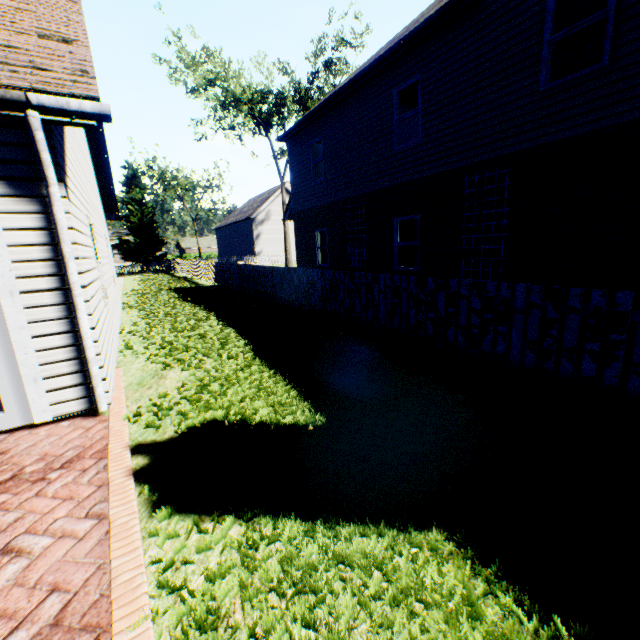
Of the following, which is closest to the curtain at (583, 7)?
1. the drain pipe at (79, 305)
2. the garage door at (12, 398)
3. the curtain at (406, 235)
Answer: the curtain at (406, 235)

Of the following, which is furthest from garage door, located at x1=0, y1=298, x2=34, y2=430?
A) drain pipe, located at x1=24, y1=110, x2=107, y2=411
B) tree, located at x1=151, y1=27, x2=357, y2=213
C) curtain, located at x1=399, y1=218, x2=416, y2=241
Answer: tree, located at x1=151, y1=27, x2=357, y2=213

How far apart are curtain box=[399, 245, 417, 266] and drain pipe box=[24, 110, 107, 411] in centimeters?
842cm

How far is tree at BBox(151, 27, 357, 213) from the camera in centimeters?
2667cm

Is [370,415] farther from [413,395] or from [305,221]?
[305,221]

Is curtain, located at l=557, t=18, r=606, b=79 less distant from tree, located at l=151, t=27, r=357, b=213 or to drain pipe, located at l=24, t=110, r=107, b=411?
drain pipe, located at l=24, t=110, r=107, b=411

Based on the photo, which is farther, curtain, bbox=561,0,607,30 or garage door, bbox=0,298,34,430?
curtain, bbox=561,0,607,30

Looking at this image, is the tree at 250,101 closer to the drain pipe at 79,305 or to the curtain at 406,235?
the drain pipe at 79,305
